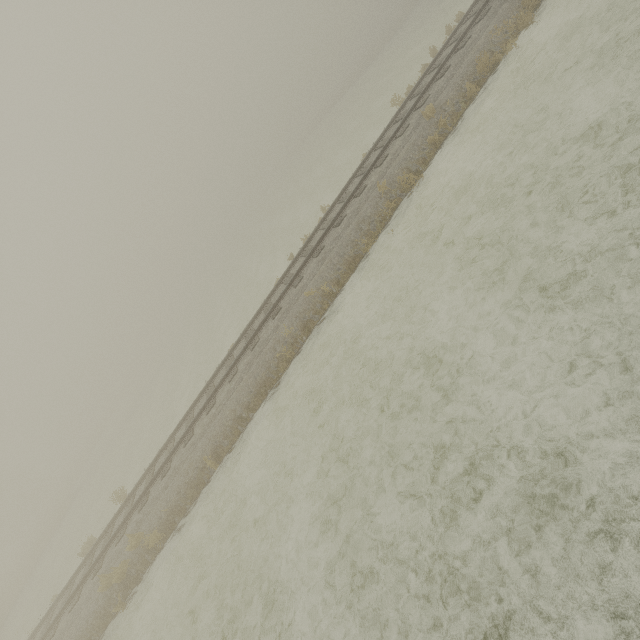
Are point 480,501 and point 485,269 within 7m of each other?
yes
